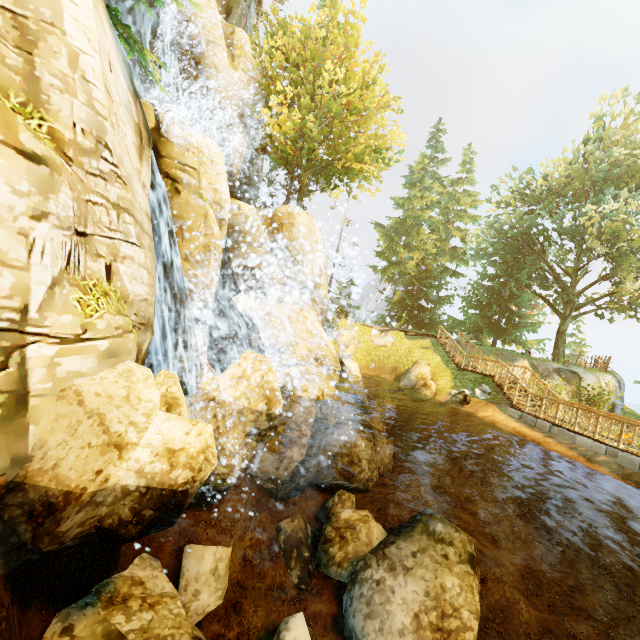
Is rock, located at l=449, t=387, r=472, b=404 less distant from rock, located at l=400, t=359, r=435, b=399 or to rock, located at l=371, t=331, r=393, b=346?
rock, located at l=400, t=359, r=435, b=399

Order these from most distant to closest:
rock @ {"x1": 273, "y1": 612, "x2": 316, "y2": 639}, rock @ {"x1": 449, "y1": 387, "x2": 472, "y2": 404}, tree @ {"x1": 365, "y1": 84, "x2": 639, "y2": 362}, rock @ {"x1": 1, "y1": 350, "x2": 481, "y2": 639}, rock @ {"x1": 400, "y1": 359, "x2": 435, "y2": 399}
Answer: tree @ {"x1": 365, "y1": 84, "x2": 639, "y2": 362} → rock @ {"x1": 400, "y1": 359, "x2": 435, "y2": 399} → rock @ {"x1": 449, "y1": 387, "x2": 472, "y2": 404} → rock @ {"x1": 273, "y1": 612, "x2": 316, "y2": 639} → rock @ {"x1": 1, "y1": 350, "x2": 481, "y2": 639}

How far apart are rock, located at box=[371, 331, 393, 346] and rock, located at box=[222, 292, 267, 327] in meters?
10.8 m

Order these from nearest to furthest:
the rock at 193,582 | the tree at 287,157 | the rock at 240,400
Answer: the rock at 240,400 → the rock at 193,582 → the tree at 287,157

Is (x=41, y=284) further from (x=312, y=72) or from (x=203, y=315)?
(x=312, y=72)

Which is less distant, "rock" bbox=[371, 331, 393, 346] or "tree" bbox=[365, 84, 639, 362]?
"tree" bbox=[365, 84, 639, 362]

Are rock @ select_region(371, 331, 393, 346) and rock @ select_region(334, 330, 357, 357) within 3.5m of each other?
yes

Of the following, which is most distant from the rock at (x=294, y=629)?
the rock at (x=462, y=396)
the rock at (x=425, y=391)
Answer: the rock at (x=462, y=396)
